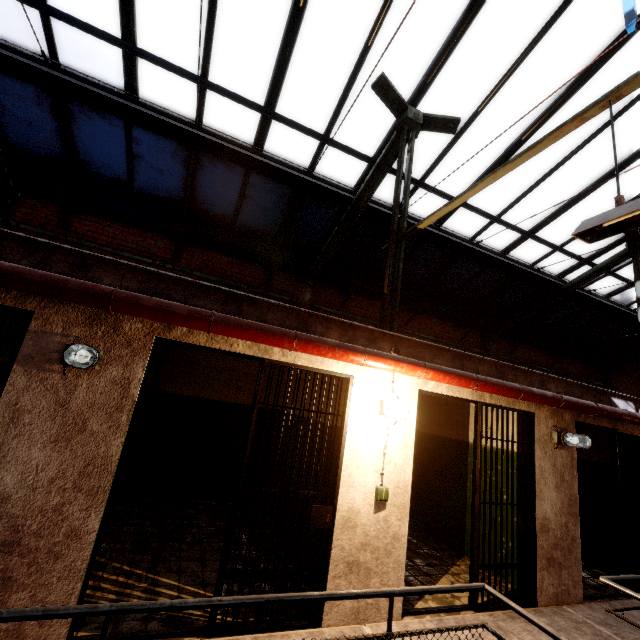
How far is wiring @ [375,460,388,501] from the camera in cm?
344

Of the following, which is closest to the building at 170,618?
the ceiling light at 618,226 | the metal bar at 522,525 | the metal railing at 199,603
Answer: the metal bar at 522,525

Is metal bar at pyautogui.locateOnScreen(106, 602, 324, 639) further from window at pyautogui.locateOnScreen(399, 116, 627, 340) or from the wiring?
window at pyautogui.locateOnScreen(399, 116, 627, 340)

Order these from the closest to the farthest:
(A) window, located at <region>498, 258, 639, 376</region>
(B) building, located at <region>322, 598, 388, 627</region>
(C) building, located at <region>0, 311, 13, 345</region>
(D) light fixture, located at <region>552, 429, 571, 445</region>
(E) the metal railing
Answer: (E) the metal railing
(B) building, located at <region>322, 598, 388, 627</region>
(D) light fixture, located at <region>552, 429, 571, 445</region>
(C) building, located at <region>0, 311, 13, 345</region>
(A) window, located at <region>498, 258, 639, 376</region>

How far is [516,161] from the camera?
2.8 meters

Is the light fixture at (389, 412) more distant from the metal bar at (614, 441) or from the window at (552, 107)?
the window at (552, 107)

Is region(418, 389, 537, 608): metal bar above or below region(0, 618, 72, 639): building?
above

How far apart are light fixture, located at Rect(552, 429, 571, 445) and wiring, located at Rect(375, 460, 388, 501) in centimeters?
284cm
